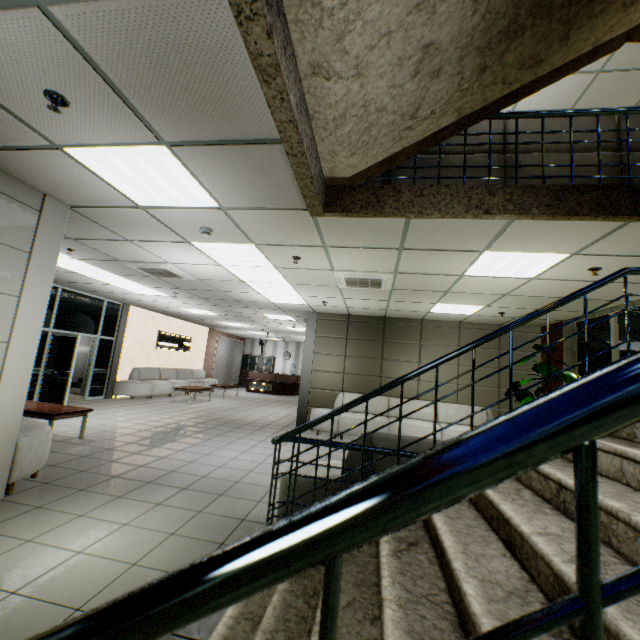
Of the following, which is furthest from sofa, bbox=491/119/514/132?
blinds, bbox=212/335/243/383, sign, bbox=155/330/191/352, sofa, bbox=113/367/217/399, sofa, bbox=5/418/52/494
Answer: blinds, bbox=212/335/243/383

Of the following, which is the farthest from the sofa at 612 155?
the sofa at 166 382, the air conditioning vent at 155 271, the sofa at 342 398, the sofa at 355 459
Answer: the sofa at 166 382

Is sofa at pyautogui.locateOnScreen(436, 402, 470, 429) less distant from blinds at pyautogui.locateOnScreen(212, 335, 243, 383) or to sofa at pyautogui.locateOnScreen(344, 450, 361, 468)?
sofa at pyautogui.locateOnScreen(344, 450, 361, 468)

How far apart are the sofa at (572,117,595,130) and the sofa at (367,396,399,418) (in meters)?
5.04

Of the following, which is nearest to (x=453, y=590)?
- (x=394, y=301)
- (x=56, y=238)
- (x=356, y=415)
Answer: (x=56, y=238)

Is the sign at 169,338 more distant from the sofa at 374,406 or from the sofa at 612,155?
the sofa at 612,155

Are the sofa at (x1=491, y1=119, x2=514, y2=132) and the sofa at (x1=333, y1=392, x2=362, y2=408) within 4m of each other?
no

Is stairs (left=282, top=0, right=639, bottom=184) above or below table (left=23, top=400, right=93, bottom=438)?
above
